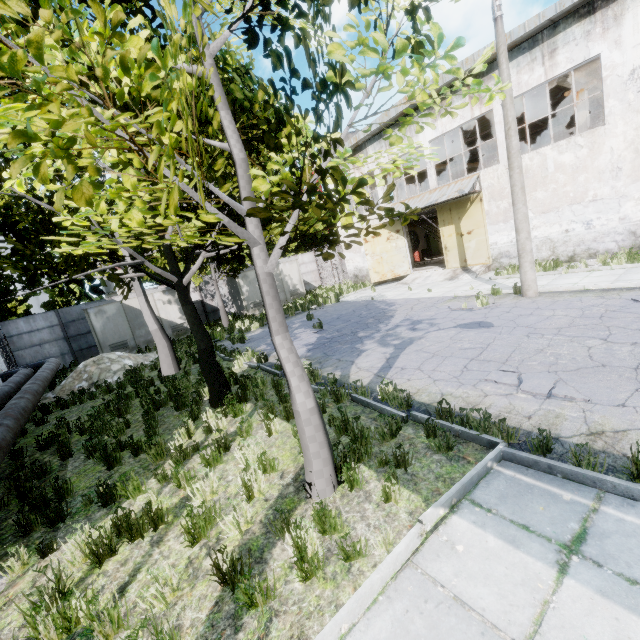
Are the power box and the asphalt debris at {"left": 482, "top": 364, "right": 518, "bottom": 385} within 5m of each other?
no

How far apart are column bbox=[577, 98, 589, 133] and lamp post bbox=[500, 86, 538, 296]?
10.3 meters

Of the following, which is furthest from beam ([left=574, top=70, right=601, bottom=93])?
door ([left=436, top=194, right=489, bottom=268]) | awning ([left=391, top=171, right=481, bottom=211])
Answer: door ([left=436, top=194, right=489, bottom=268])

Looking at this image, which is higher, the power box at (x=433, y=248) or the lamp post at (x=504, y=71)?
the lamp post at (x=504, y=71)

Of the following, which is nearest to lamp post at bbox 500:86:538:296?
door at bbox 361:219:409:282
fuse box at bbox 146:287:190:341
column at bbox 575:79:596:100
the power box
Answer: column at bbox 575:79:596:100

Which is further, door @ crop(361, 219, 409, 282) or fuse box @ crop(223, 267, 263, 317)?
fuse box @ crop(223, 267, 263, 317)

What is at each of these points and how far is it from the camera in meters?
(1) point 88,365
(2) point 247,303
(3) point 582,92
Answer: (1) concrete debris, 14.4 m
(2) fuse box, 23.2 m
(3) column, 16.2 m

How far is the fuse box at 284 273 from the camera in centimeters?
2464cm
